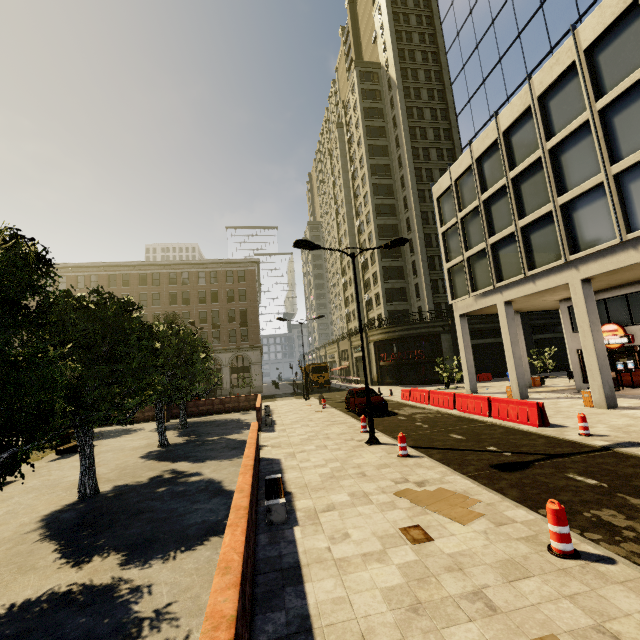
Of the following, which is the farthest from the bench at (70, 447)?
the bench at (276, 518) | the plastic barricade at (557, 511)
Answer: the plastic barricade at (557, 511)

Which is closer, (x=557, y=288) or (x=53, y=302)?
(x=53, y=302)

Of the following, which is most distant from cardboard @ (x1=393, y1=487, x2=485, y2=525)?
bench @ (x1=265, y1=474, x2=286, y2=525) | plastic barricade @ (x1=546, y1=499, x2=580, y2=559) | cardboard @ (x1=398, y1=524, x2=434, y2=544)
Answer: bench @ (x1=265, y1=474, x2=286, y2=525)

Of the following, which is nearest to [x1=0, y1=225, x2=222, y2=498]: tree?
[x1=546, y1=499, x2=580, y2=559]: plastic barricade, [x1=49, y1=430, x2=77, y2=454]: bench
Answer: [x1=49, y1=430, x2=77, y2=454]: bench

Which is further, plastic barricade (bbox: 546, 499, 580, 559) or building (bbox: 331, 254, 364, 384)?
building (bbox: 331, 254, 364, 384)

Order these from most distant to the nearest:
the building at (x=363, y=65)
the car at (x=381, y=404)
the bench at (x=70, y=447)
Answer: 1. the car at (x=381, y=404)
2. the bench at (x=70, y=447)
3. the building at (x=363, y=65)

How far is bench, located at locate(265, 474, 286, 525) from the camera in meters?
6.4

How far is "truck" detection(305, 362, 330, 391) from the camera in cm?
3944
